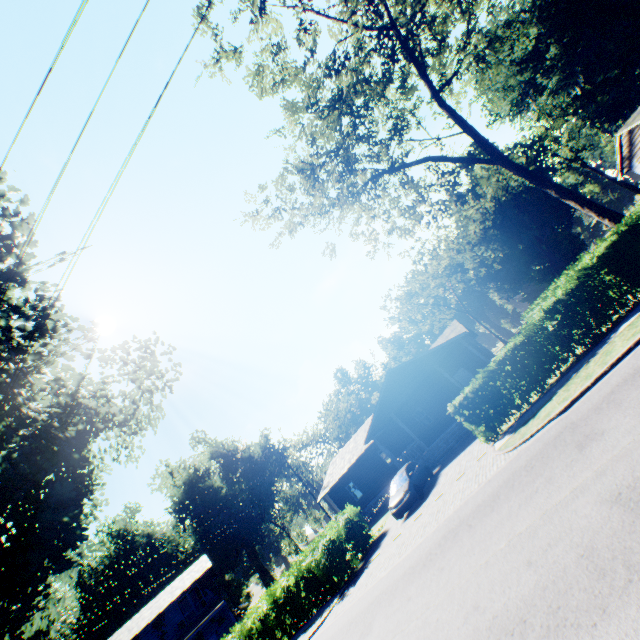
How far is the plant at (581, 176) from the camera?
48.47m

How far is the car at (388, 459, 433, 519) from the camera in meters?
16.9

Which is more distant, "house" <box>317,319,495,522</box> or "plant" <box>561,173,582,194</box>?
"plant" <box>561,173,582,194</box>

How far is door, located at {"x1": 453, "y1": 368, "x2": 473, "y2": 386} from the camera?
26.42m

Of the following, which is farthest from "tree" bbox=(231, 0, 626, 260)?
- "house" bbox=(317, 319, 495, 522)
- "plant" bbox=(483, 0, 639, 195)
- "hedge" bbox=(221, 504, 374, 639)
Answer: "hedge" bbox=(221, 504, 374, 639)

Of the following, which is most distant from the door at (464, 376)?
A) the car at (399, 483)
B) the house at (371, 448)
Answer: the car at (399, 483)

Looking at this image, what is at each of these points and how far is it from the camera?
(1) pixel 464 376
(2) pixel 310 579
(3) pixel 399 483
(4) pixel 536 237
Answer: (1) door, 26.6m
(2) hedge, 17.2m
(3) car, 18.5m
(4) plant, 48.6m

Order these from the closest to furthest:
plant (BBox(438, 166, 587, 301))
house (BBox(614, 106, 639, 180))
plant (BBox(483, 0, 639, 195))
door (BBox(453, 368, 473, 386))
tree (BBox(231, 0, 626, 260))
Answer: tree (BBox(231, 0, 626, 260)) < house (BBox(614, 106, 639, 180)) < door (BBox(453, 368, 473, 386)) < plant (BBox(483, 0, 639, 195)) < plant (BBox(438, 166, 587, 301))
